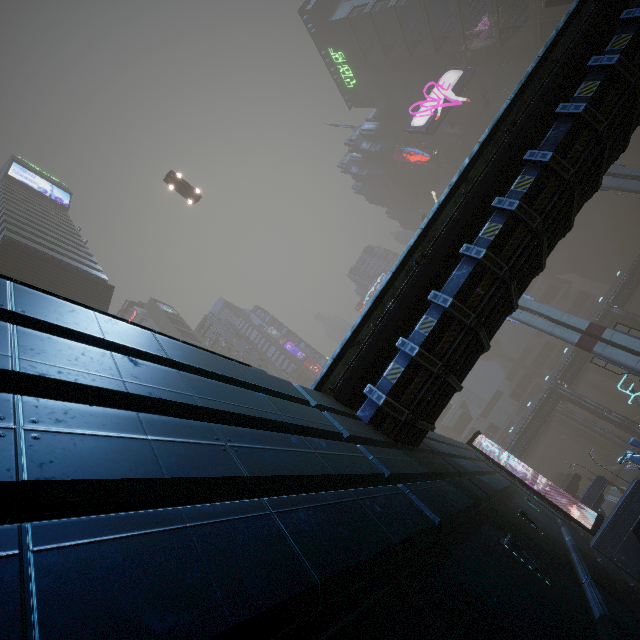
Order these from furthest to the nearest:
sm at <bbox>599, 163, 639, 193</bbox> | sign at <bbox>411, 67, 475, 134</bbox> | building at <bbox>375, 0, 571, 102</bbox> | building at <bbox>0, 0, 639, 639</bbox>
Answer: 1. sign at <bbox>411, 67, 475, 134</bbox>
2. building at <bbox>375, 0, 571, 102</bbox>
3. sm at <bbox>599, 163, 639, 193</bbox>
4. building at <bbox>0, 0, 639, 639</bbox>

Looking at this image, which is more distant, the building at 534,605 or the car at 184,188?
the car at 184,188

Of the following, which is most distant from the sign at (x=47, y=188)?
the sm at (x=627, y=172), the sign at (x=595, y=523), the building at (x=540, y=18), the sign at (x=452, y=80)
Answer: the sign at (x=595, y=523)

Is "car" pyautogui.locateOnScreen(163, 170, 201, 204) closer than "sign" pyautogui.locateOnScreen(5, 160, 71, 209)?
Yes

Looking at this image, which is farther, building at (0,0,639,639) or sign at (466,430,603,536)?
sign at (466,430,603,536)

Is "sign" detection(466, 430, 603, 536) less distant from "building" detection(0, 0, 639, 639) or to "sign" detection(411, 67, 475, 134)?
"building" detection(0, 0, 639, 639)

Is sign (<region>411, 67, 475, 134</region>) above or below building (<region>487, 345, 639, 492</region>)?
above

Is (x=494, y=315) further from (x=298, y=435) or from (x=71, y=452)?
(x=71, y=452)
